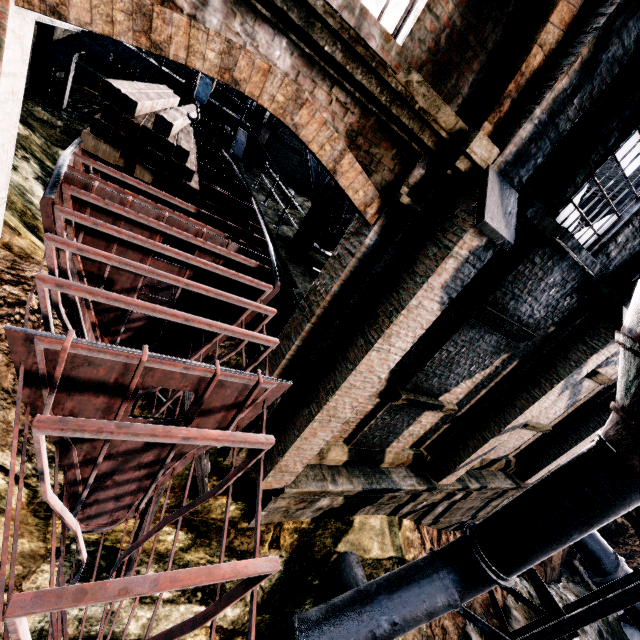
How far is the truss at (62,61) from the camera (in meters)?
10.82

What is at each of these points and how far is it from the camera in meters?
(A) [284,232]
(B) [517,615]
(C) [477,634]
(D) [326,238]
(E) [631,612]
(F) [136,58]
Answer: (A) machinerystone, 10.5
(B) stone debris, 13.2
(C) stone debris, 11.7
(D) crane, 10.9
(E) pipe, 16.2
(F) metal beam, 11.5

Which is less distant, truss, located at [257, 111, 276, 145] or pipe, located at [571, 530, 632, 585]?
truss, located at [257, 111, 276, 145]

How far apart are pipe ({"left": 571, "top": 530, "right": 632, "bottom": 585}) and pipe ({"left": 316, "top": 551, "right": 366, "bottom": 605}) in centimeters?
1657cm

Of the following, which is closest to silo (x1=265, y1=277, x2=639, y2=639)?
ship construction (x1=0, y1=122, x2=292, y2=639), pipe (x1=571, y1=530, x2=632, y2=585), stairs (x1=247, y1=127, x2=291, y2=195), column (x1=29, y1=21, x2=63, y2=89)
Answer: ship construction (x1=0, y1=122, x2=292, y2=639)

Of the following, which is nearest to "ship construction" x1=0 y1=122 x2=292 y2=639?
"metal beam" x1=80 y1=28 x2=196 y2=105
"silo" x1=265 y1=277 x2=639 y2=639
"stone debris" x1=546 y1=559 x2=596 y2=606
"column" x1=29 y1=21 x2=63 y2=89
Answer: "metal beam" x1=80 y1=28 x2=196 y2=105

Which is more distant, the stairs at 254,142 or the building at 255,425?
the stairs at 254,142

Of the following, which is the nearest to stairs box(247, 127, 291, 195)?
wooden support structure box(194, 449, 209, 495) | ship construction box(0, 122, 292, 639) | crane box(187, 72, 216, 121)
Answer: ship construction box(0, 122, 292, 639)
